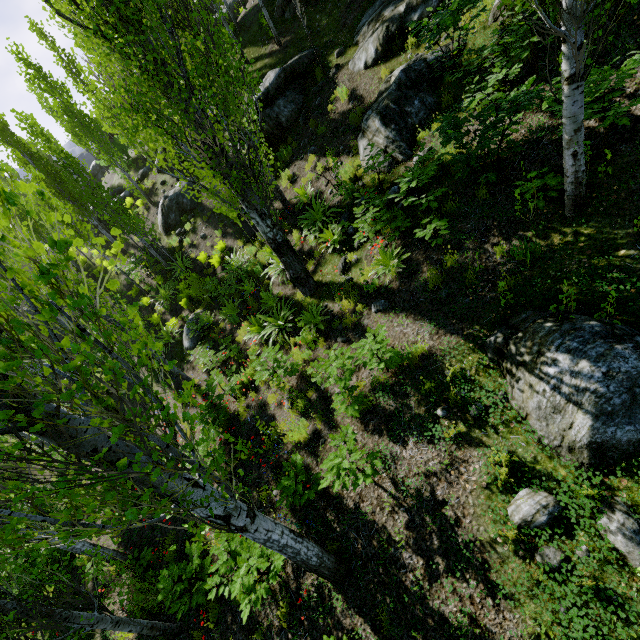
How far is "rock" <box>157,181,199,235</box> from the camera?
17.3 meters

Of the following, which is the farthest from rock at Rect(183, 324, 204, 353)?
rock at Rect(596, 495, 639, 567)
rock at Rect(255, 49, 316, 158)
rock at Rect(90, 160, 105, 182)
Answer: rock at Rect(90, 160, 105, 182)

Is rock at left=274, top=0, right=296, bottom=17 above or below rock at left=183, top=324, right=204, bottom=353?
above

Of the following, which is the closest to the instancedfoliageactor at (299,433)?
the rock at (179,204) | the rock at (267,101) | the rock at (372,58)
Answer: the rock at (372,58)

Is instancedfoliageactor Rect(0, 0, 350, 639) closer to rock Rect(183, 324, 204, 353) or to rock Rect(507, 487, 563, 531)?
rock Rect(507, 487, 563, 531)

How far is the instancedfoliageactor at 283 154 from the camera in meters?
12.5

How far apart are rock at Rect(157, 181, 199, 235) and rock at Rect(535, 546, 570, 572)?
18.32m

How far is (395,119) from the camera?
8.3m
